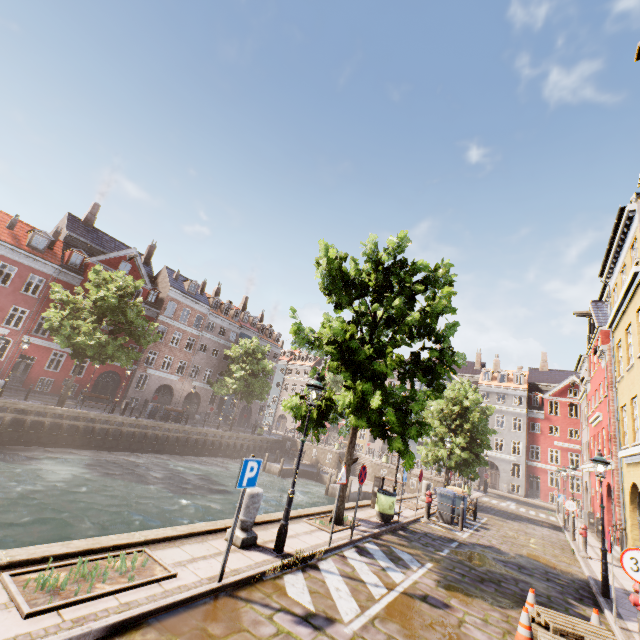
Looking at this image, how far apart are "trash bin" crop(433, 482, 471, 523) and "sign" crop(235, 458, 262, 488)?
13.8m

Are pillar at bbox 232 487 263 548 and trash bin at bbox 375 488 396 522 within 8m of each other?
yes

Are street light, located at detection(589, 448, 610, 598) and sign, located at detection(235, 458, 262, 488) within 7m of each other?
no

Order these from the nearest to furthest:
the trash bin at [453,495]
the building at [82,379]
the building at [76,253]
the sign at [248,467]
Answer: the sign at [248,467] < the trash bin at [453,495] < the building at [76,253] < the building at [82,379]

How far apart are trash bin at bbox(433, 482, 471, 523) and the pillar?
12.34m

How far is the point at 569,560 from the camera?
12.94m

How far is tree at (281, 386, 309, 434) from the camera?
9.47m

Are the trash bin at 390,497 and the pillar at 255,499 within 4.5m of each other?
no
